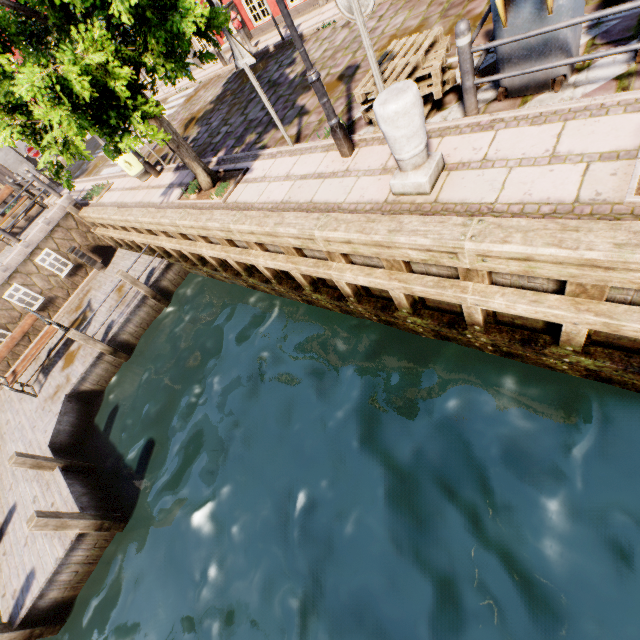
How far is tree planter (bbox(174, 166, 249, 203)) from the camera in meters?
6.5

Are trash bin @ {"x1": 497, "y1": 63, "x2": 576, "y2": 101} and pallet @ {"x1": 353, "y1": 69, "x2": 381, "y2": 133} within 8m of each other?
yes

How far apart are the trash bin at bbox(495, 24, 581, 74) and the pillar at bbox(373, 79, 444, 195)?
1.2 meters

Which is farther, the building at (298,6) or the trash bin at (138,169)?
the building at (298,6)

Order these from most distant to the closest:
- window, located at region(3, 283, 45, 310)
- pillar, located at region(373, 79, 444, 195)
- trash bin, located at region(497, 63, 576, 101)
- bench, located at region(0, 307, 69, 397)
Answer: window, located at region(3, 283, 45, 310)
bench, located at region(0, 307, 69, 397)
trash bin, located at region(497, 63, 576, 101)
pillar, located at region(373, 79, 444, 195)

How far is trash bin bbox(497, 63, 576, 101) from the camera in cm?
374

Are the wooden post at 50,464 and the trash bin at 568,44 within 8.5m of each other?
no

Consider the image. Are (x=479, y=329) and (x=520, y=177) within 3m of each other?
yes
